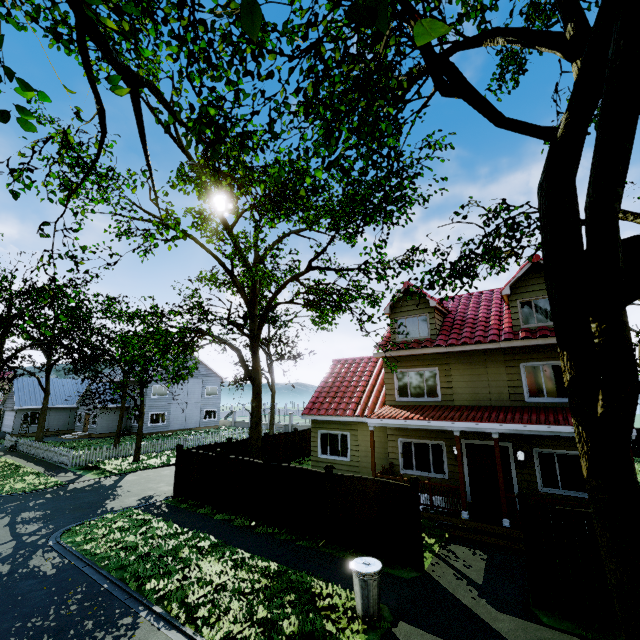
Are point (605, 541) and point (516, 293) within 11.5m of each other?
yes

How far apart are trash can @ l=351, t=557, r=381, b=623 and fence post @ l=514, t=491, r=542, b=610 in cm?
321

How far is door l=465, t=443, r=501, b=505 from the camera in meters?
11.9

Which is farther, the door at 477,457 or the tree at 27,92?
the door at 477,457

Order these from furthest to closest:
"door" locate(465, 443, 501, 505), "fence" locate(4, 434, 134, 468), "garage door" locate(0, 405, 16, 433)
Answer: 1. "garage door" locate(0, 405, 16, 433)
2. "fence" locate(4, 434, 134, 468)
3. "door" locate(465, 443, 501, 505)

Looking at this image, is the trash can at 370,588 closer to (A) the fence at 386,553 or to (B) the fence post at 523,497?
(A) the fence at 386,553

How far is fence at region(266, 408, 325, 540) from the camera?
10.4m

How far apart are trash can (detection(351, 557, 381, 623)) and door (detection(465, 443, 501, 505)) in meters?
6.9 m
